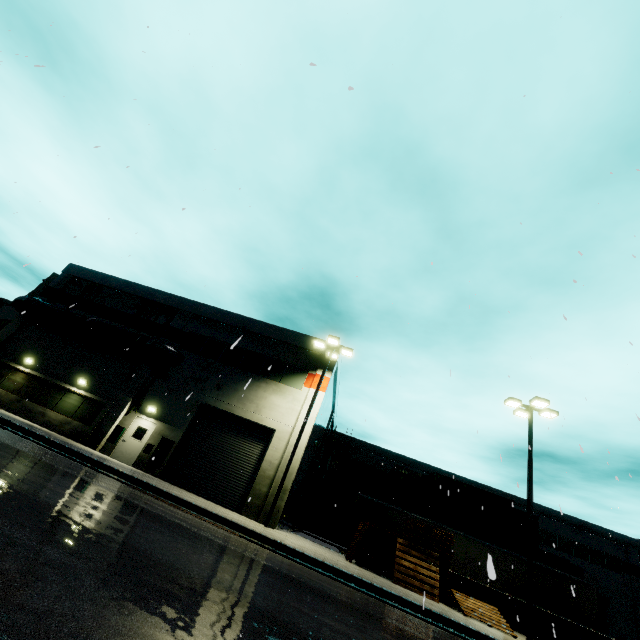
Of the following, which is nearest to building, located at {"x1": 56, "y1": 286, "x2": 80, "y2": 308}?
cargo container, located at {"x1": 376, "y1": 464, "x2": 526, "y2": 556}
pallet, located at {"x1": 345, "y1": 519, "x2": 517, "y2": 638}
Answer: cargo container, located at {"x1": 376, "y1": 464, "x2": 526, "y2": 556}

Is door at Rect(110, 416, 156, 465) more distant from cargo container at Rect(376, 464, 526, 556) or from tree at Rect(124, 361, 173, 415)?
cargo container at Rect(376, 464, 526, 556)

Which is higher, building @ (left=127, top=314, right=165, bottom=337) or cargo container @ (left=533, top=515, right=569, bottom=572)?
building @ (left=127, top=314, right=165, bottom=337)

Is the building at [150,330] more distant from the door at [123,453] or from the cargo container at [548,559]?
the cargo container at [548,559]

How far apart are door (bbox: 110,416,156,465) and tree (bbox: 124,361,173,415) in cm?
12

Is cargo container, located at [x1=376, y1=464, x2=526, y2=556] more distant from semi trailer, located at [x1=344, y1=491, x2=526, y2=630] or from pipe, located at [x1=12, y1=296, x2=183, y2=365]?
pipe, located at [x1=12, y1=296, x2=183, y2=365]

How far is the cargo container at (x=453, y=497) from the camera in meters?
25.0 m

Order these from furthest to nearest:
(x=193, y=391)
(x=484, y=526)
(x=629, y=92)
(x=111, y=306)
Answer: (x=484, y=526) → (x=111, y=306) → (x=193, y=391) → (x=629, y=92)
